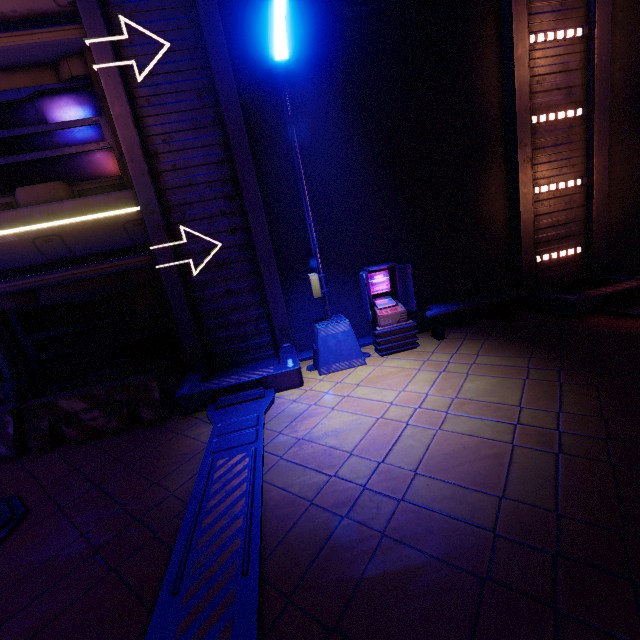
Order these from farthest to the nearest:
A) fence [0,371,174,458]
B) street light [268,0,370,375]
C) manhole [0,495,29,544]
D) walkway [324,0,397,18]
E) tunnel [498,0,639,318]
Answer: tunnel [498,0,639,318] < walkway [324,0,397,18] < fence [0,371,174,458] < street light [268,0,370,375] < manhole [0,495,29,544]

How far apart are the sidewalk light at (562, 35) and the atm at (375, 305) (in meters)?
5.81

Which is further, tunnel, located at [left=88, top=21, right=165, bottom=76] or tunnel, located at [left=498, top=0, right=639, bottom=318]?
tunnel, located at [left=498, top=0, right=639, bottom=318]

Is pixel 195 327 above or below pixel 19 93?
below

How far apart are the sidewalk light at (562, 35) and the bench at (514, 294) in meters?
5.6

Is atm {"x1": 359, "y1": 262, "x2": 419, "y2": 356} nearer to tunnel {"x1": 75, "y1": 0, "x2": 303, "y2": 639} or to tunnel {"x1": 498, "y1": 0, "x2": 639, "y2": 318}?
tunnel {"x1": 75, "y1": 0, "x2": 303, "y2": 639}

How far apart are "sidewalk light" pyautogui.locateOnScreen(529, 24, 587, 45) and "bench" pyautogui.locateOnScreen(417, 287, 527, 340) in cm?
558

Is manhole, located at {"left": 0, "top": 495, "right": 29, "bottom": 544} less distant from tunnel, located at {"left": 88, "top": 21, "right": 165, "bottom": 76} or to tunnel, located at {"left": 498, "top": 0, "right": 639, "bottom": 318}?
tunnel, located at {"left": 88, "top": 21, "right": 165, "bottom": 76}
